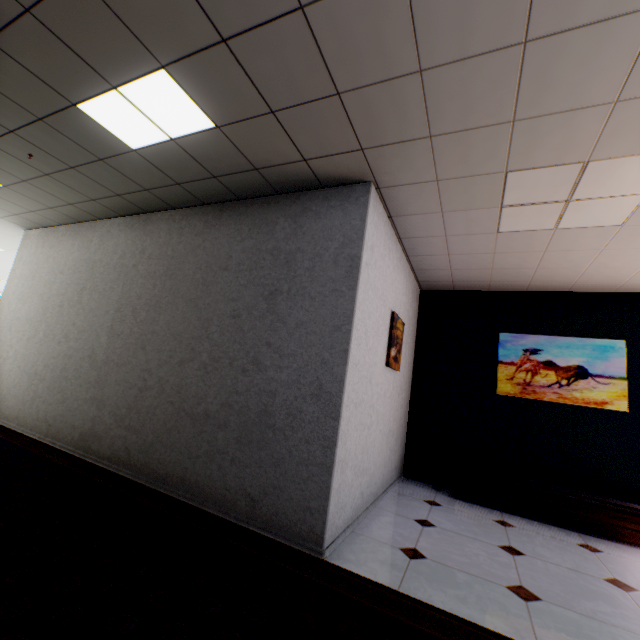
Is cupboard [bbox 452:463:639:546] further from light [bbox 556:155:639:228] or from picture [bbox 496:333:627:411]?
light [bbox 556:155:639:228]

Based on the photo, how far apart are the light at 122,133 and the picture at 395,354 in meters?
2.5 m

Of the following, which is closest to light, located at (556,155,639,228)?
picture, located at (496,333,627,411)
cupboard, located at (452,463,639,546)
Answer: picture, located at (496,333,627,411)

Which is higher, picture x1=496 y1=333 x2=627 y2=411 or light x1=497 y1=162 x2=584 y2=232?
light x1=497 y1=162 x2=584 y2=232

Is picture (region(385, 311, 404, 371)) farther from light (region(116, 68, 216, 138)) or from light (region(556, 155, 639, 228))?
light (region(116, 68, 216, 138))

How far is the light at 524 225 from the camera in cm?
241

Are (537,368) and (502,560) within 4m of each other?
yes

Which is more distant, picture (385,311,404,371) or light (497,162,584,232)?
picture (385,311,404,371)
